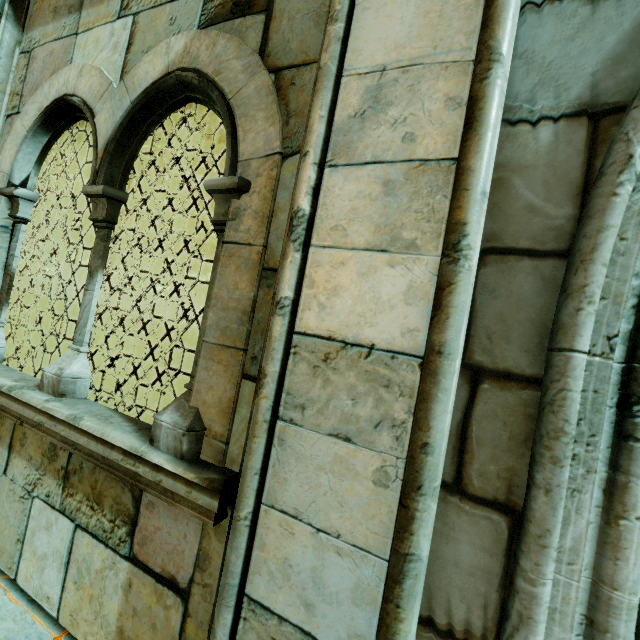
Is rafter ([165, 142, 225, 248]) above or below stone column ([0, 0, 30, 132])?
above

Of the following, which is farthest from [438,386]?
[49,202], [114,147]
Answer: [49,202]

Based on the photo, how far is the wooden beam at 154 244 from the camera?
10.4m

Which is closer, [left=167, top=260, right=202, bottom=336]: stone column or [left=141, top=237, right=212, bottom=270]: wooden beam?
[left=141, top=237, right=212, bottom=270]: wooden beam

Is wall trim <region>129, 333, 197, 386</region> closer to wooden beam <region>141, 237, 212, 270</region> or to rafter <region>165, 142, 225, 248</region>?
wooden beam <region>141, 237, 212, 270</region>

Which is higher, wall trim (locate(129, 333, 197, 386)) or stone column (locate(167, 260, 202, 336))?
stone column (locate(167, 260, 202, 336))

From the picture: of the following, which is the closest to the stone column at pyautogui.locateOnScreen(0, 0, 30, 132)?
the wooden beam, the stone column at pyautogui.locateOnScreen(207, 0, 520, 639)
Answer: the stone column at pyautogui.locateOnScreen(207, 0, 520, 639)

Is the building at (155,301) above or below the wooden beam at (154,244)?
below
